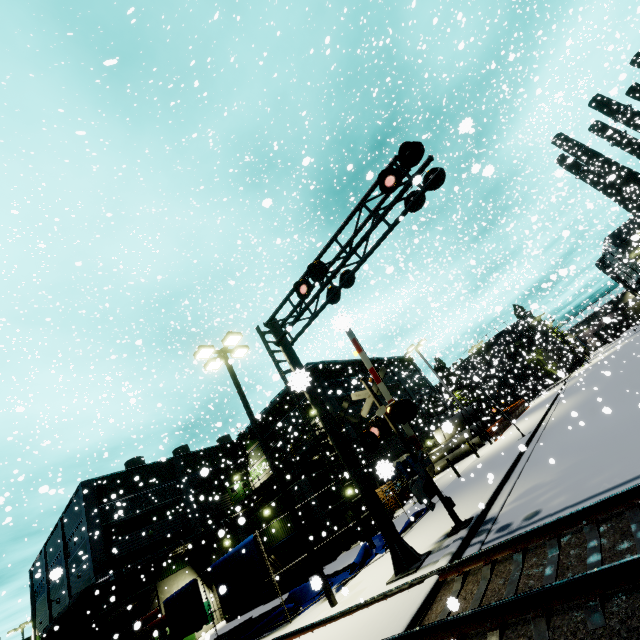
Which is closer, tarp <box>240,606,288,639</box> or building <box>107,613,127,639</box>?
tarp <box>240,606,288,639</box>

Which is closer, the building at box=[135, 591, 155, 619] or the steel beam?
the steel beam

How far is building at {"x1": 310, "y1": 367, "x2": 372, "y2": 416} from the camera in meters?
31.0 m

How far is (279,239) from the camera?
9.0 meters

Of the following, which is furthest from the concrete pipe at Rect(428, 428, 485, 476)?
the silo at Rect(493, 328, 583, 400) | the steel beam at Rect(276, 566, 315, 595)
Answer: the steel beam at Rect(276, 566, 315, 595)

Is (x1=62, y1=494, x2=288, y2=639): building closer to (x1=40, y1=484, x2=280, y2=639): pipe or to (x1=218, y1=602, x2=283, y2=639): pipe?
(x1=40, y1=484, x2=280, y2=639): pipe

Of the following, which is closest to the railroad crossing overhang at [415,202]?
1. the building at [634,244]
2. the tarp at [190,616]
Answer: the building at [634,244]

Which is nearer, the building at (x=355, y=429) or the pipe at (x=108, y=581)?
the pipe at (x=108, y=581)
